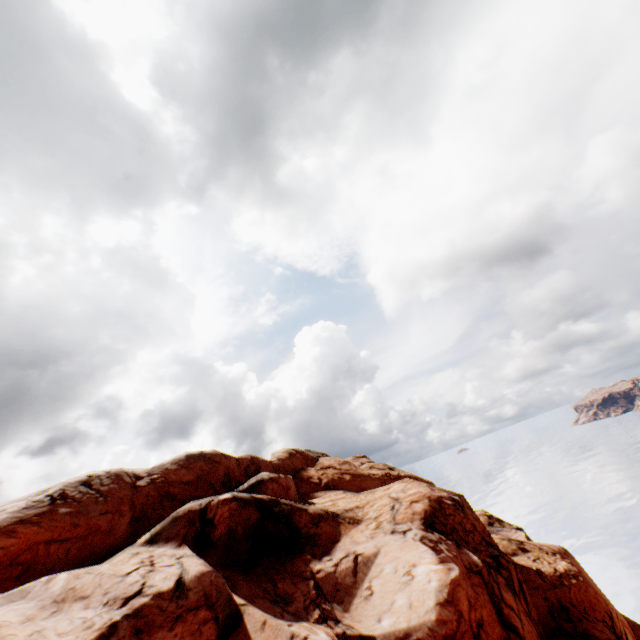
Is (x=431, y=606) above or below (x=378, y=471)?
below
